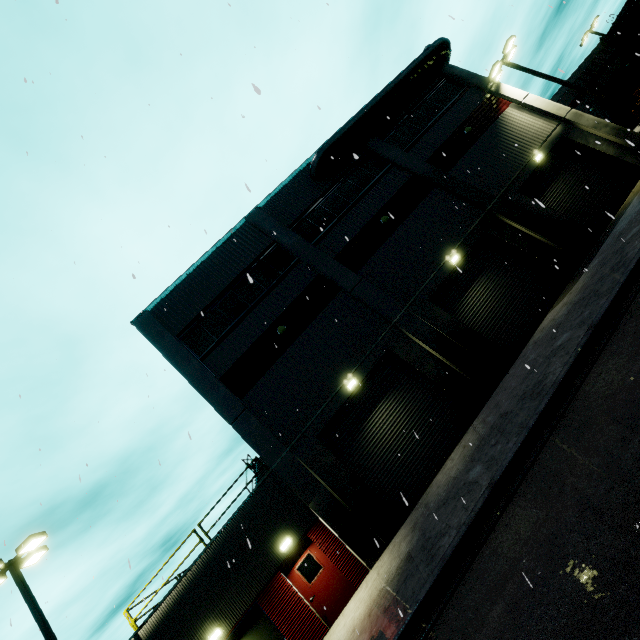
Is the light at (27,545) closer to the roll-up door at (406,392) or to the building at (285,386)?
the building at (285,386)

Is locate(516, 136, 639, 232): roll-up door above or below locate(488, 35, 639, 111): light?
below

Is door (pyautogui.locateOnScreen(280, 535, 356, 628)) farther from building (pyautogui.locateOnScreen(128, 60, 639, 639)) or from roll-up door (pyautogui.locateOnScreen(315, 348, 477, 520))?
roll-up door (pyautogui.locateOnScreen(315, 348, 477, 520))

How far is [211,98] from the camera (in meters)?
3.96

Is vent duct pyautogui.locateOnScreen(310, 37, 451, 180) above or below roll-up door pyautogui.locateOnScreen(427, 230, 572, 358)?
above

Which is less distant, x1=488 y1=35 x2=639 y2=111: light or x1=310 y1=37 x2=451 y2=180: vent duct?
x1=488 y1=35 x2=639 y2=111: light

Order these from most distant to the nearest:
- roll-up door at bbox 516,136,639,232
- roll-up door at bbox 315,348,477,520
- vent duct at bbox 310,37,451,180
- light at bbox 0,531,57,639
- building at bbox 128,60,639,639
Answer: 1. vent duct at bbox 310,37,451,180
2. roll-up door at bbox 516,136,639,232
3. roll-up door at bbox 315,348,477,520
4. building at bbox 128,60,639,639
5. light at bbox 0,531,57,639

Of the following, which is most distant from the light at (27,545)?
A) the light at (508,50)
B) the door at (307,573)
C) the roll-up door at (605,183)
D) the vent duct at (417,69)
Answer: the light at (508,50)
